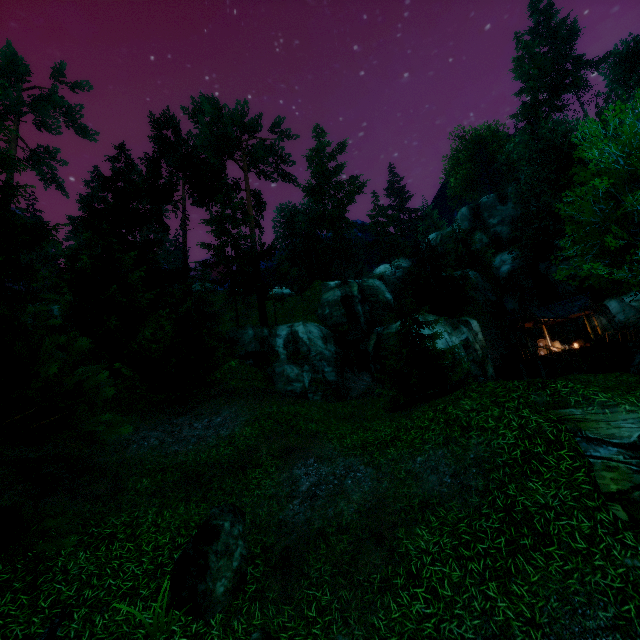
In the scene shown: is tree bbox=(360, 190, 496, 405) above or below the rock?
above

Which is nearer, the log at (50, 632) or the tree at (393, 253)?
the log at (50, 632)

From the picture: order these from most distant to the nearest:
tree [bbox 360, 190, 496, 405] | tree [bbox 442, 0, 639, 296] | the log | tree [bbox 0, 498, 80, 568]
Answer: tree [bbox 360, 190, 496, 405] < tree [bbox 442, 0, 639, 296] < the log < tree [bbox 0, 498, 80, 568]

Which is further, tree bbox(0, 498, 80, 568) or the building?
the building

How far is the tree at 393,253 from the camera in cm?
1670

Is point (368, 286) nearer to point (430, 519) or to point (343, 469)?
point (343, 469)

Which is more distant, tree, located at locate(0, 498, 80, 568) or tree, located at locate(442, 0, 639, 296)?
tree, located at locate(442, 0, 639, 296)

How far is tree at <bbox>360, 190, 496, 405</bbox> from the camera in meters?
16.7 m
